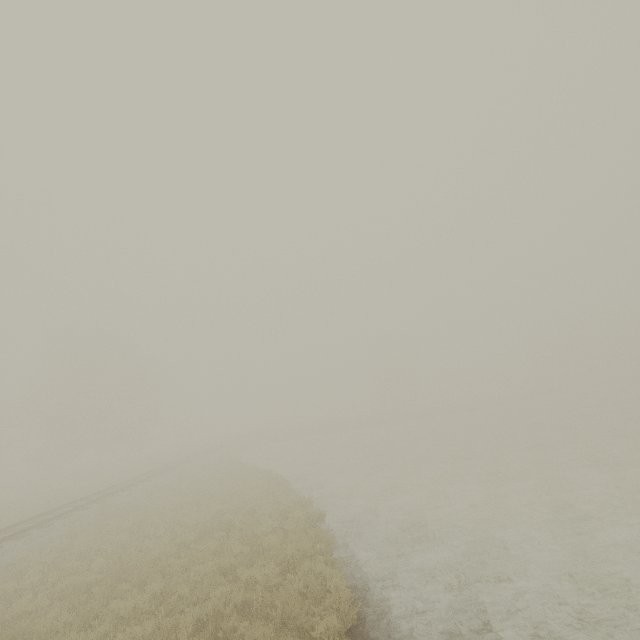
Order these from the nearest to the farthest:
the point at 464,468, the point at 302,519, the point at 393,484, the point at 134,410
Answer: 1. the point at 302,519
2. the point at 393,484
3. the point at 464,468
4. the point at 134,410
